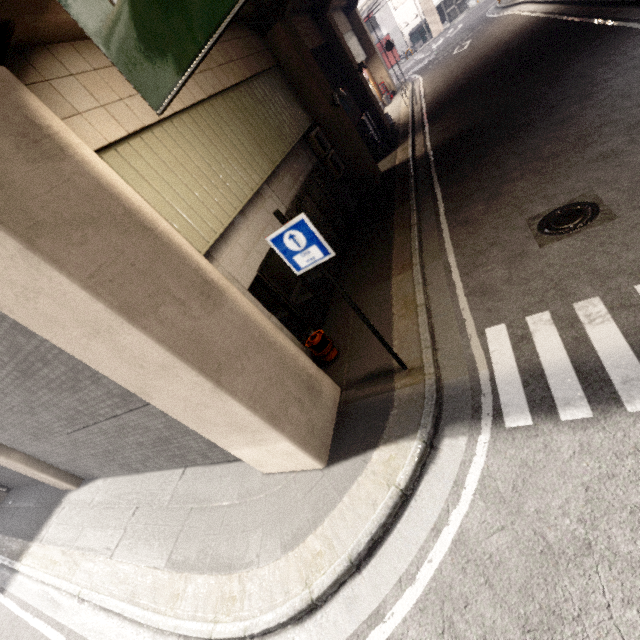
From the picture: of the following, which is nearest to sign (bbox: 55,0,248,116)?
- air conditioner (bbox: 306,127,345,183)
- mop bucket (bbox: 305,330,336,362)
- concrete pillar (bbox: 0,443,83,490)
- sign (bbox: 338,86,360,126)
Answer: concrete pillar (bbox: 0,443,83,490)

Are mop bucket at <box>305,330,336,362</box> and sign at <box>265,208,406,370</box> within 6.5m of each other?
yes

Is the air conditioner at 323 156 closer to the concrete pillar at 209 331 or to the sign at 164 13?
the concrete pillar at 209 331

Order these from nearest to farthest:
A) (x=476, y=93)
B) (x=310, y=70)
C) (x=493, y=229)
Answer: (x=493, y=229), (x=310, y=70), (x=476, y=93)

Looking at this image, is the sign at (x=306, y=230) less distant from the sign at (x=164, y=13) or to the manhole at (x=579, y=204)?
the sign at (x=164, y=13)

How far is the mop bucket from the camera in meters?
6.0

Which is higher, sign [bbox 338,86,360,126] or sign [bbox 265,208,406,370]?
sign [bbox 265,208,406,370]

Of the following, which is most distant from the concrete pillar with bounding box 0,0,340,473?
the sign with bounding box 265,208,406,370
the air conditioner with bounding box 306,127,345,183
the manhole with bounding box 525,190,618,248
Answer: the manhole with bounding box 525,190,618,248
